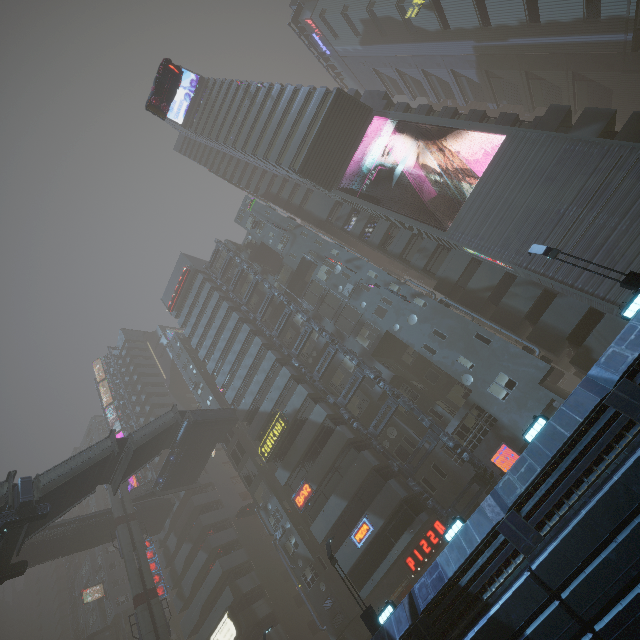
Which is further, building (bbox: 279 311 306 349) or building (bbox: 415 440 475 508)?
building (bbox: 279 311 306 349)

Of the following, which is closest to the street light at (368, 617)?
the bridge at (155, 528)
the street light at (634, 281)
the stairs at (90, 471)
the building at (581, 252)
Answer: the building at (581, 252)

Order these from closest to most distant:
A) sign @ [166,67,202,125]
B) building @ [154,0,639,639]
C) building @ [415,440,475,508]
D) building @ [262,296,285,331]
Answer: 1. building @ [154,0,639,639]
2. building @ [415,440,475,508]
3. building @ [262,296,285,331]
4. sign @ [166,67,202,125]

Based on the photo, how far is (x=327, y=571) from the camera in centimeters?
2902cm

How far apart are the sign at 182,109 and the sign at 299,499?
60.8 meters

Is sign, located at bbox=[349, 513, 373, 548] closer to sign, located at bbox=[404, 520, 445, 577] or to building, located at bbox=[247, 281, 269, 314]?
building, located at bbox=[247, 281, 269, 314]

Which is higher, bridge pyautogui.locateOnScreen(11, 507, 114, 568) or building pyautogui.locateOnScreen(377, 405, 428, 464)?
bridge pyautogui.locateOnScreen(11, 507, 114, 568)

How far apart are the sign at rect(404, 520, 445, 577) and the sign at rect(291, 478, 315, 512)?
8.5m
